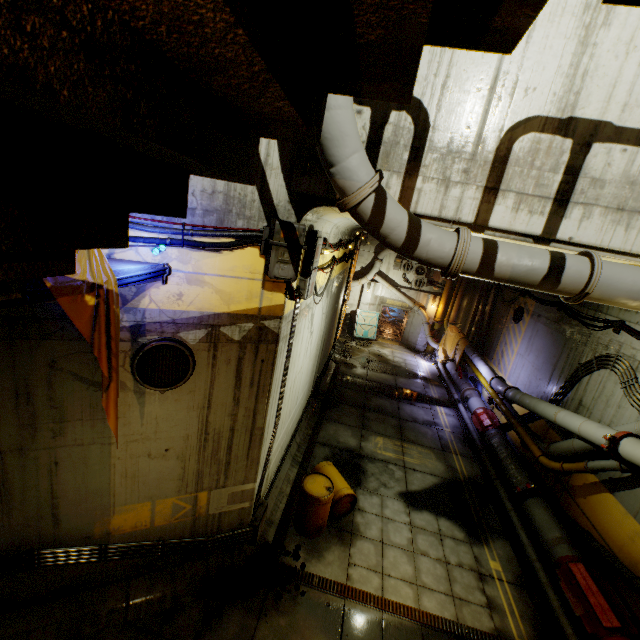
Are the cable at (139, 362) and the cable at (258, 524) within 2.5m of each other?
no

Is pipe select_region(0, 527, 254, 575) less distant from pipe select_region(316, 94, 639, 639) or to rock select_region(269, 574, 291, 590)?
rock select_region(269, 574, 291, 590)

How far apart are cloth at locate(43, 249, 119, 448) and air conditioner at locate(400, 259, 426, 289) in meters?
19.7 m

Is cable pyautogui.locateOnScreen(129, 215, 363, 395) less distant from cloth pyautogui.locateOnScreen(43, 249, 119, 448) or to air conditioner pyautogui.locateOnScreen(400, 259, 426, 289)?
cloth pyautogui.locateOnScreen(43, 249, 119, 448)

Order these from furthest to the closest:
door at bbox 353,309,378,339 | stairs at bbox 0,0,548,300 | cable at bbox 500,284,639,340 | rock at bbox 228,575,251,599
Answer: door at bbox 353,309,378,339
cable at bbox 500,284,639,340
rock at bbox 228,575,251,599
stairs at bbox 0,0,548,300

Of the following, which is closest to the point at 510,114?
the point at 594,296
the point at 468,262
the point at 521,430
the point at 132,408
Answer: the point at 468,262

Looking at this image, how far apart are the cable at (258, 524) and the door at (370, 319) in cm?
1596

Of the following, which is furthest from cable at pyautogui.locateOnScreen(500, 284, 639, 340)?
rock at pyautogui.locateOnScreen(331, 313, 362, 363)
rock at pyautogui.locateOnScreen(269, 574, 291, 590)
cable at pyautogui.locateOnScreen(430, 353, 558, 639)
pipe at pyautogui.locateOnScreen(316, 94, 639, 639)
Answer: rock at pyautogui.locateOnScreen(269, 574, 291, 590)
